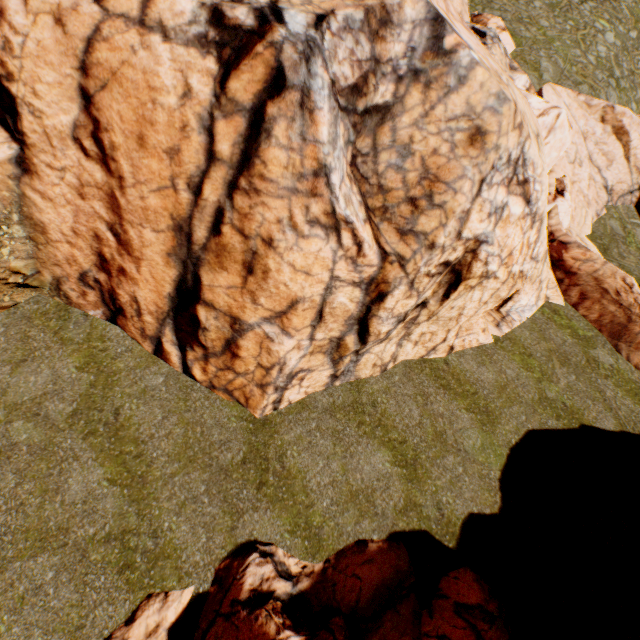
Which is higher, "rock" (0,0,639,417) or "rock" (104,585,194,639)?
"rock" (0,0,639,417)

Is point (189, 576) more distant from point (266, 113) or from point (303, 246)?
point (266, 113)

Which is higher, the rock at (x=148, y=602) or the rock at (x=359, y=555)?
the rock at (x=359, y=555)
